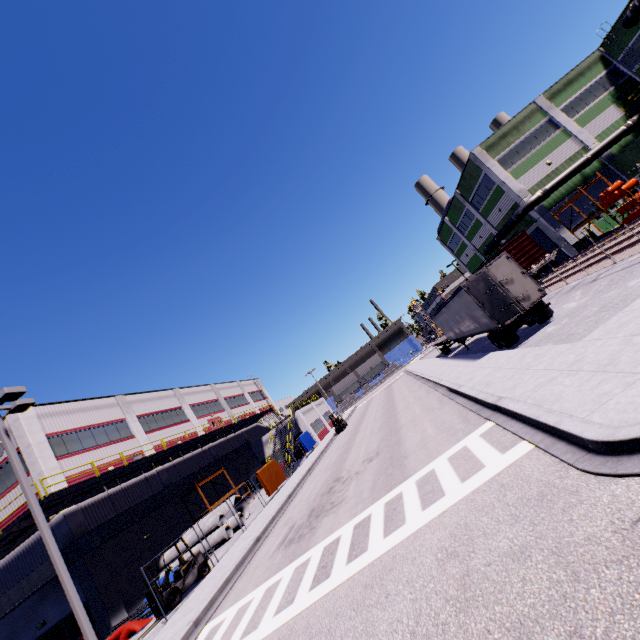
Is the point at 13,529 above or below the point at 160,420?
A: below

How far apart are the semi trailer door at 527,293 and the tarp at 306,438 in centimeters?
2739cm

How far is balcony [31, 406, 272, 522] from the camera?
17.4 meters

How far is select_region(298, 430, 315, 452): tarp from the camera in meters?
36.1

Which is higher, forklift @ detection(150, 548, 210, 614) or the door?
the door

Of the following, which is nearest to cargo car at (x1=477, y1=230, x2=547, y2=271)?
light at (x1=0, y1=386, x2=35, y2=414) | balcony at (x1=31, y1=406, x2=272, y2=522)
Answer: balcony at (x1=31, y1=406, x2=272, y2=522)

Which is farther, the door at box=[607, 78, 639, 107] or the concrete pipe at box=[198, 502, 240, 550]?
the door at box=[607, 78, 639, 107]

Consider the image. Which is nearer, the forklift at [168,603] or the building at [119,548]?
the forklift at [168,603]
